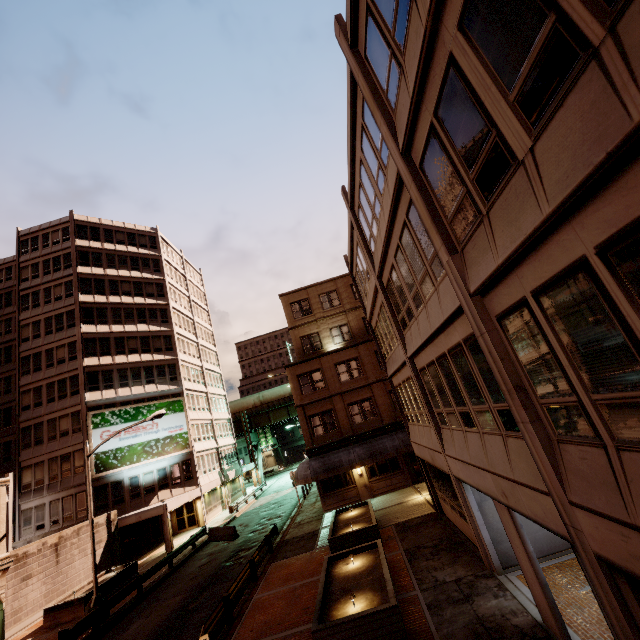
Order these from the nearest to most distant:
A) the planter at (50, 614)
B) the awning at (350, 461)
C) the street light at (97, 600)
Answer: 1. the street light at (97, 600)
2. the planter at (50, 614)
3. the awning at (350, 461)

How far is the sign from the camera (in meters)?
31.02

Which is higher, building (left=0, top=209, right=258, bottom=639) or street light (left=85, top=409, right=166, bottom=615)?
building (left=0, top=209, right=258, bottom=639)

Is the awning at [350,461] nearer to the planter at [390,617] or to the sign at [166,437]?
the planter at [390,617]

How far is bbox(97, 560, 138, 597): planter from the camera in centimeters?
2039cm

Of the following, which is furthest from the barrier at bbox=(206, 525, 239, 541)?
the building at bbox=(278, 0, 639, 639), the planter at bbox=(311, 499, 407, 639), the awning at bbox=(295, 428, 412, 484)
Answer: the building at bbox=(278, 0, 639, 639)

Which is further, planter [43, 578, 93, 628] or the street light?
planter [43, 578, 93, 628]

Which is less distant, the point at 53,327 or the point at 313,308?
the point at 313,308
